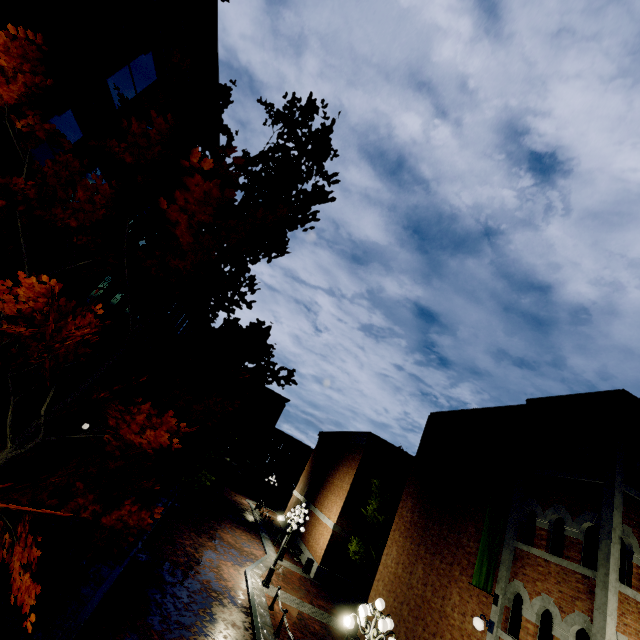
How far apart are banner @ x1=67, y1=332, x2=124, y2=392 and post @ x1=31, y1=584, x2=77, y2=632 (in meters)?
8.13

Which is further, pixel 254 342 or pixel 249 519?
pixel 249 519

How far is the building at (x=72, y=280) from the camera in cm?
1008

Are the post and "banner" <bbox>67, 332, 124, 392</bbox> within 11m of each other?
yes

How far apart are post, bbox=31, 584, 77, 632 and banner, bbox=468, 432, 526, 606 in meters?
11.1 m

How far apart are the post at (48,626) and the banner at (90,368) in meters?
8.1

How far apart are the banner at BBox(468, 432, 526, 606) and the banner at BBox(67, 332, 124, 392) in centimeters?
1638cm

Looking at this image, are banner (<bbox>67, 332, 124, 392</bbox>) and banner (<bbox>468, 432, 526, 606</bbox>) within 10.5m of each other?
no
